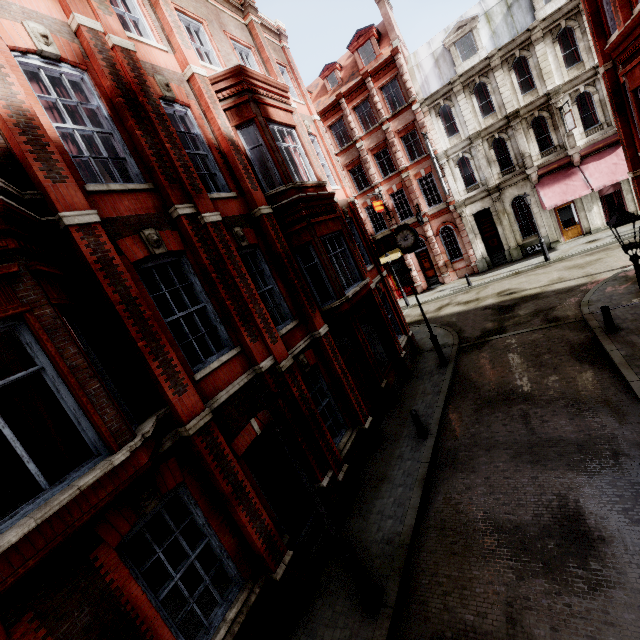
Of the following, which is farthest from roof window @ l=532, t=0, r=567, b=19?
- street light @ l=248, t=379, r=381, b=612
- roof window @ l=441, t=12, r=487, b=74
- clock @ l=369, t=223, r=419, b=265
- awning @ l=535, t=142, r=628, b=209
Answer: street light @ l=248, t=379, r=381, b=612

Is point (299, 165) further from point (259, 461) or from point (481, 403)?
point (481, 403)

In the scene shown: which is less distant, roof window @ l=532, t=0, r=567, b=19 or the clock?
the clock

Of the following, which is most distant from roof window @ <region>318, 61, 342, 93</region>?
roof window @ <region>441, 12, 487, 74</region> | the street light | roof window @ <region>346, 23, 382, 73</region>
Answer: the street light

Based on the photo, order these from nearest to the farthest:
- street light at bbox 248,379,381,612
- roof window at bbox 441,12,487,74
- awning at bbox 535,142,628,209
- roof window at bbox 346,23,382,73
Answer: street light at bbox 248,379,381,612
awning at bbox 535,142,628,209
roof window at bbox 441,12,487,74
roof window at bbox 346,23,382,73

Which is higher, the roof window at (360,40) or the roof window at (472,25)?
the roof window at (360,40)

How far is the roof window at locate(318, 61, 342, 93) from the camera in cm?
2824

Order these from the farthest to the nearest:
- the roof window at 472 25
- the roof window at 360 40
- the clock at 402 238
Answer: the roof window at 360 40, the roof window at 472 25, the clock at 402 238
